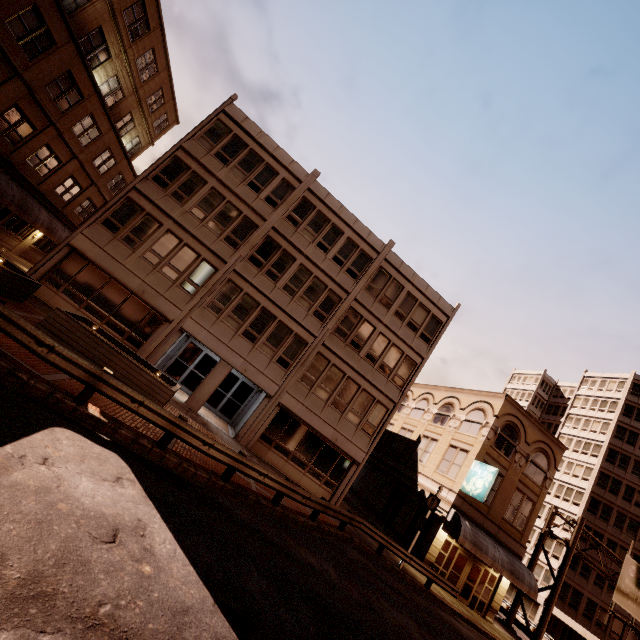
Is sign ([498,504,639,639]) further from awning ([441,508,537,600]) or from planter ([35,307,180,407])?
planter ([35,307,180,407])

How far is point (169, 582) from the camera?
4.8 meters

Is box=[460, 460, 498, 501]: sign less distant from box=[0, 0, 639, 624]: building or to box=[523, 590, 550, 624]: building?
box=[0, 0, 639, 624]: building

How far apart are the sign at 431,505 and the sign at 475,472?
3.5 meters

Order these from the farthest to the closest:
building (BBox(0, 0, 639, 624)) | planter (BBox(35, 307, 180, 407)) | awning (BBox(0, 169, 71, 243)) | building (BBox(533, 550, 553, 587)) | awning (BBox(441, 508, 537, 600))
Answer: building (BBox(533, 550, 553, 587)) → awning (BBox(441, 508, 537, 600)) → awning (BBox(0, 169, 71, 243)) → building (BBox(0, 0, 639, 624)) → planter (BBox(35, 307, 180, 407))

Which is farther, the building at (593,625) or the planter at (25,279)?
the building at (593,625)

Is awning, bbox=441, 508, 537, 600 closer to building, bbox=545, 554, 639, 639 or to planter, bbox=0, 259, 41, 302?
building, bbox=545, 554, 639, 639
